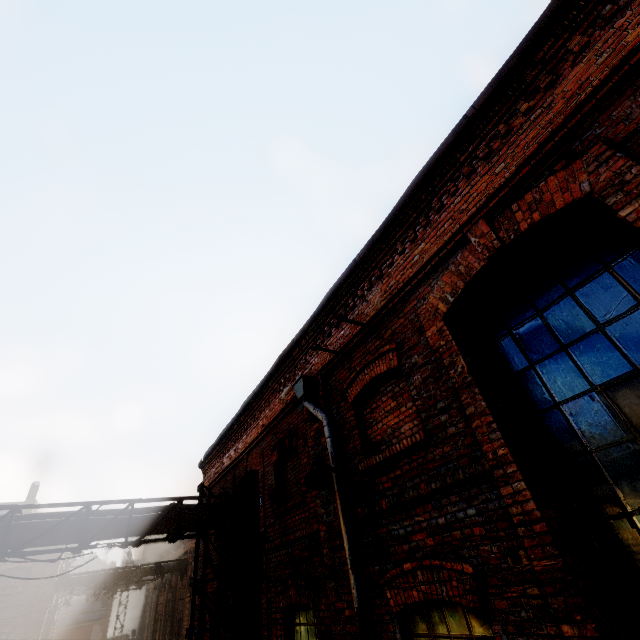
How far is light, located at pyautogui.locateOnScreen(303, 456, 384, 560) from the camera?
4.2 meters

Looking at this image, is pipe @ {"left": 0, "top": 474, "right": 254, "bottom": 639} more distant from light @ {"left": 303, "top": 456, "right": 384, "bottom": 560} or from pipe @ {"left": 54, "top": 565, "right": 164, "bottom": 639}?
pipe @ {"left": 54, "top": 565, "right": 164, "bottom": 639}

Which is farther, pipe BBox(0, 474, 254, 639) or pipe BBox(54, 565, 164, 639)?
pipe BBox(54, 565, 164, 639)

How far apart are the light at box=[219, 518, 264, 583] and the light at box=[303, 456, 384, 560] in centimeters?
385cm

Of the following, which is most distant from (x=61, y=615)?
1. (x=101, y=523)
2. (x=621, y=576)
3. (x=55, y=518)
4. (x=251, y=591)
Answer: (x=621, y=576)

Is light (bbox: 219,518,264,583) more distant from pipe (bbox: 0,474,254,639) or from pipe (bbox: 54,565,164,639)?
pipe (bbox: 54,565,164,639)

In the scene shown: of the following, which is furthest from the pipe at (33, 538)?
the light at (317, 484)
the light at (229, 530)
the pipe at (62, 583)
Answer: the pipe at (62, 583)

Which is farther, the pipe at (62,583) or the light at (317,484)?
the pipe at (62,583)
